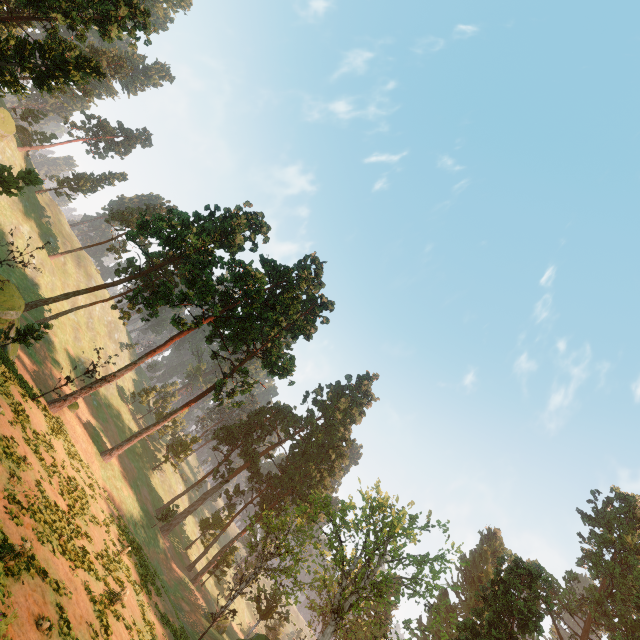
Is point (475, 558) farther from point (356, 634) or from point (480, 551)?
point (356, 634)

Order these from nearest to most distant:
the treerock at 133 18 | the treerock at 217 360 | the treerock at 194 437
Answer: the treerock at 133 18, the treerock at 217 360, the treerock at 194 437

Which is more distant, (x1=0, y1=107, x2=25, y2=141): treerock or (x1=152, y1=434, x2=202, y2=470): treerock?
(x1=152, y1=434, x2=202, y2=470): treerock

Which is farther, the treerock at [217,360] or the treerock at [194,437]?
the treerock at [194,437]

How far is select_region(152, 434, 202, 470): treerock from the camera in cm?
5562

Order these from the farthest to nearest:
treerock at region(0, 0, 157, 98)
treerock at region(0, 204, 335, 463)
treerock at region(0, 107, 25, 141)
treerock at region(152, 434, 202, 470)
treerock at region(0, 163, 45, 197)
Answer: treerock at region(152, 434, 202, 470) → treerock at region(0, 107, 25, 141) → treerock at region(0, 163, 45, 197) → treerock at region(0, 204, 335, 463) → treerock at region(0, 0, 157, 98)
